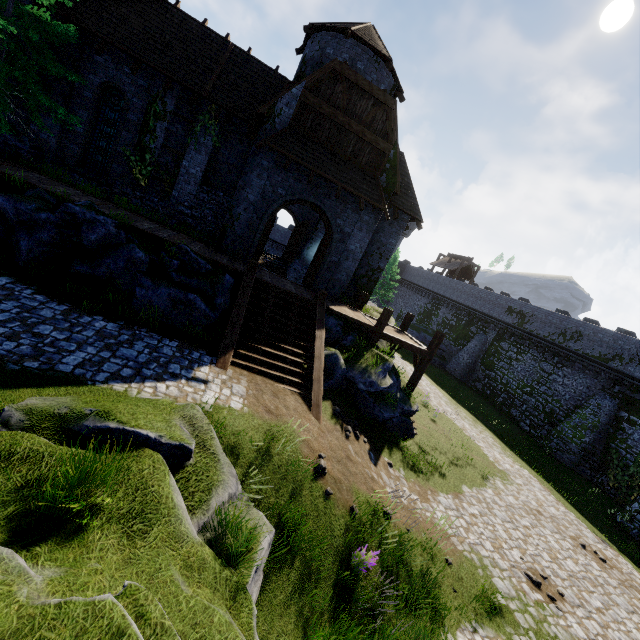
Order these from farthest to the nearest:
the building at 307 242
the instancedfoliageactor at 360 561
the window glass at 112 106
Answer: the building at 307 242, the window glass at 112 106, the instancedfoliageactor at 360 561

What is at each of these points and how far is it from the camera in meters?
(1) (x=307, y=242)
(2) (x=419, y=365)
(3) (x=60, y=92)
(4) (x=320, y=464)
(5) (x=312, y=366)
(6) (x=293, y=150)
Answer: (1) building, 25.3
(2) walkway, 15.2
(3) building, 13.6
(4) instancedfoliageactor, 7.8
(5) stairs, 10.7
(6) awning, 13.0

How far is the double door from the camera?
13.9m

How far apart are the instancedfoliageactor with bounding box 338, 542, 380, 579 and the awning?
11.8 meters

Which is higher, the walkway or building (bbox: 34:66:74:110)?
building (bbox: 34:66:74:110)

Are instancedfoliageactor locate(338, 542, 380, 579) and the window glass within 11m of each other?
no

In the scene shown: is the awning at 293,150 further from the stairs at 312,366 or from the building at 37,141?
the stairs at 312,366

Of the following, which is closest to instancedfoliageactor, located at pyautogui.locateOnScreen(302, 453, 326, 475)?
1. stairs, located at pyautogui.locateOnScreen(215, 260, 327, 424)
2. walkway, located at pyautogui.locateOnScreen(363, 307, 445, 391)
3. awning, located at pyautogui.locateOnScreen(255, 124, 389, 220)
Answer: stairs, located at pyautogui.locateOnScreen(215, 260, 327, 424)
